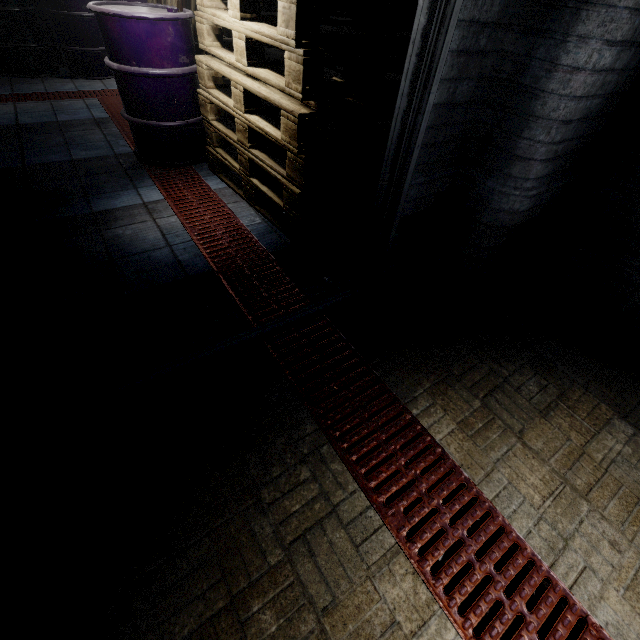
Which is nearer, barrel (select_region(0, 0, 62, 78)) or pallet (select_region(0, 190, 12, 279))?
pallet (select_region(0, 190, 12, 279))

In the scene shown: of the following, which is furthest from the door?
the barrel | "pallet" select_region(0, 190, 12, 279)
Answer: the barrel

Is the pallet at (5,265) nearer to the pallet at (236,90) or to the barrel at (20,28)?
the pallet at (236,90)

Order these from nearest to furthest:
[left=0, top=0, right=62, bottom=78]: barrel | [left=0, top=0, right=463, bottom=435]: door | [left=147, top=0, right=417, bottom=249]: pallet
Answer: [left=0, top=0, right=463, bottom=435]: door → [left=147, top=0, right=417, bottom=249]: pallet → [left=0, top=0, right=62, bottom=78]: barrel

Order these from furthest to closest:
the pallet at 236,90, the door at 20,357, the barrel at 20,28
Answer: the barrel at 20,28 < the pallet at 236,90 < the door at 20,357

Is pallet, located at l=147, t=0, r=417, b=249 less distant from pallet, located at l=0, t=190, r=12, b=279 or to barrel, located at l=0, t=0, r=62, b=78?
pallet, located at l=0, t=190, r=12, b=279

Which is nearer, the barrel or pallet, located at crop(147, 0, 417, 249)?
pallet, located at crop(147, 0, 417, 249)

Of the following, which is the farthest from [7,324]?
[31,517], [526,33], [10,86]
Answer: [10,86]
